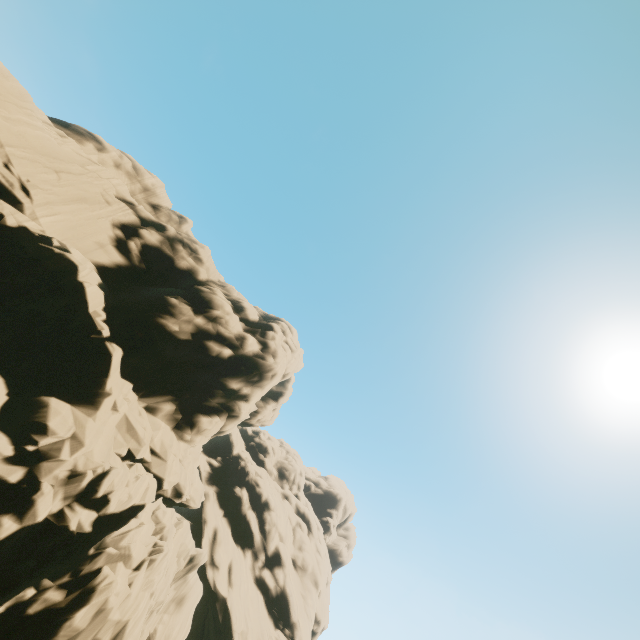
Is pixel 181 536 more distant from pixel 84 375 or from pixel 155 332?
pixel 155 332
